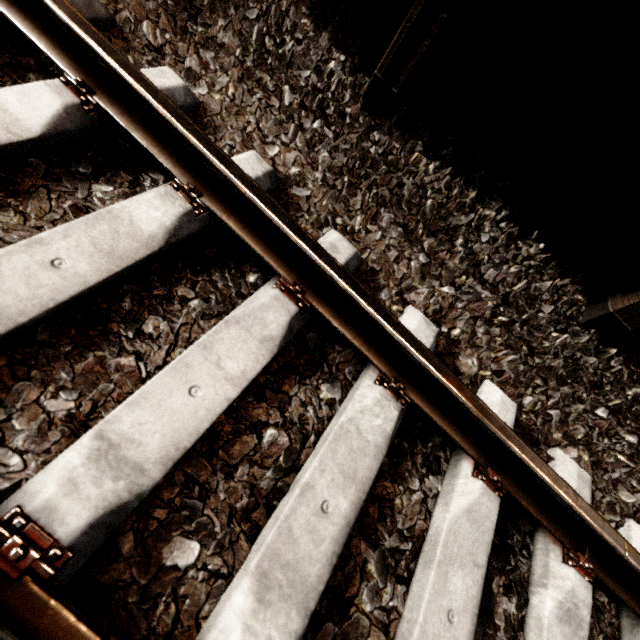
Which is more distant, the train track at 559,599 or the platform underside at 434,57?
the platform underside at 434,57

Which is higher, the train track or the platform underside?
the platform underside

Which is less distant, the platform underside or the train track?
the train track

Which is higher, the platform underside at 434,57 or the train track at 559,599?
the platform underside at 434,57

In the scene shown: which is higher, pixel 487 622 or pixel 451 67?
pixel 451 67
